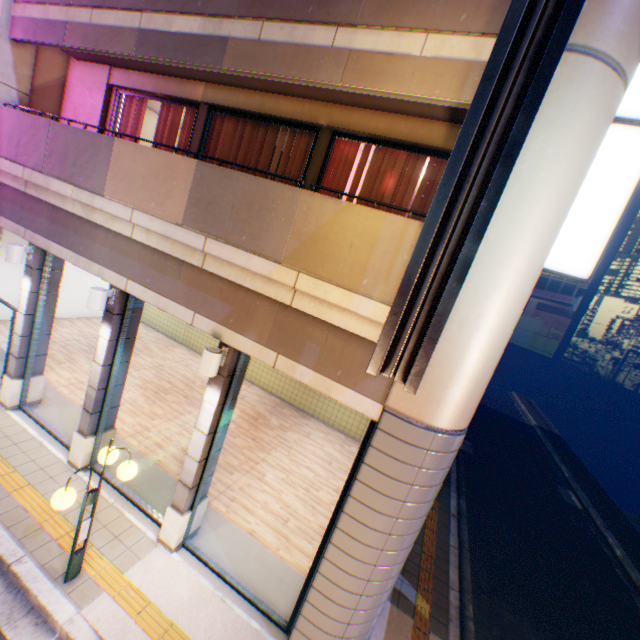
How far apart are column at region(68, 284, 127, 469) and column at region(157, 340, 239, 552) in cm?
245

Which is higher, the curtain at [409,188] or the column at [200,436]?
the curtain at [409,188]

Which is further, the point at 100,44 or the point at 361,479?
the point at 100,44

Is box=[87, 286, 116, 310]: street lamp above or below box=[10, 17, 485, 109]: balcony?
below

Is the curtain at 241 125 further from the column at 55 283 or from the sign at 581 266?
the sign at 581 266

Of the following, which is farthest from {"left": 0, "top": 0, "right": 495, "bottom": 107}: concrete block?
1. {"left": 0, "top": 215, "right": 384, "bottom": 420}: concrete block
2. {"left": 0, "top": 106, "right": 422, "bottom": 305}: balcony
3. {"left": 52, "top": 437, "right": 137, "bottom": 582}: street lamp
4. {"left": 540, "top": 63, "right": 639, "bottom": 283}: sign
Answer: {"left": 540, "top": 63, "right": 639, "bottom": 283}: sign

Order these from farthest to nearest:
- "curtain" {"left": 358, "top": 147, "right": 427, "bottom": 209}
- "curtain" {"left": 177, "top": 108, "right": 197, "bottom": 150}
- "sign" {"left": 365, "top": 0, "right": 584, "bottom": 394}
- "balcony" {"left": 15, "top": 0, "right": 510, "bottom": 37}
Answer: "curtain" {"left": 177, "top": 108, "right": 197, "bottom": 150} < "curtain" {"left": 358, "top": 147, "right": 427, "bottom": 209} < "balcony" {"left": 15, "top": 0, "right": 510, "bottom": 37} < "sign" {"left": 365, "top": 0, "right": 584, "bottom": 394}

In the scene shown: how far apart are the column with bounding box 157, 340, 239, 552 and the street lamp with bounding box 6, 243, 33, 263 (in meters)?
5.44
